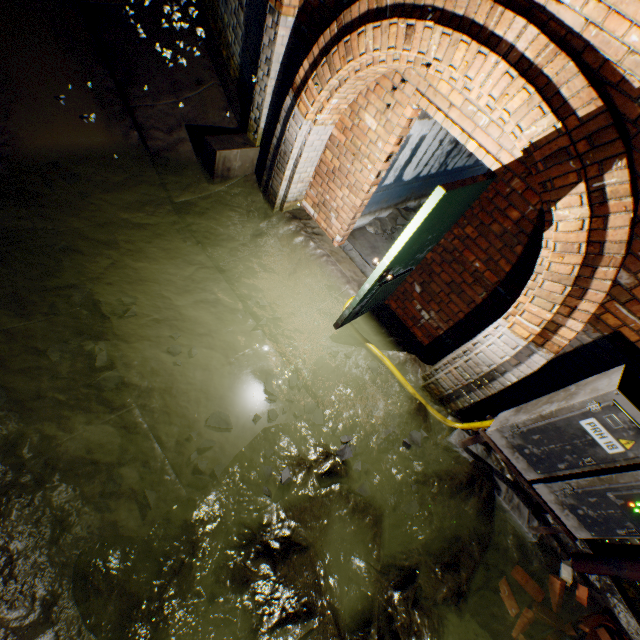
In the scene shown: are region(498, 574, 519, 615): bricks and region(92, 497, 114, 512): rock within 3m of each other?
no

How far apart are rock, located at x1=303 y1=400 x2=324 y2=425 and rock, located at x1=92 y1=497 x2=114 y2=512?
1.9m

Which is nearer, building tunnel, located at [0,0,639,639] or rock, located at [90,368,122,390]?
building tunnel, located at [0,0,639,639]

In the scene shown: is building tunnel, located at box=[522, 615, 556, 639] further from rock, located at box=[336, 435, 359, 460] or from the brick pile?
rock, located at box=[336, 435, 359, 460]

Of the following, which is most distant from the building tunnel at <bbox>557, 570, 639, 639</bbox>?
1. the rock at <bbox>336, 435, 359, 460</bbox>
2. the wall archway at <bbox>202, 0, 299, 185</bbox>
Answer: the rock at <bbox>336, 435, 359, 460</bbox>

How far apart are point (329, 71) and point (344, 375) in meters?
3.4

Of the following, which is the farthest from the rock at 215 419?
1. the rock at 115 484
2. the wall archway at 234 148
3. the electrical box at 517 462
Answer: the wall archway at 234 148

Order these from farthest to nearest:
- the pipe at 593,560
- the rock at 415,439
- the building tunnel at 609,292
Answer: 1. the rock at 415,439
2. the pipe at 593,560
3. the building tunnel at 609,292
